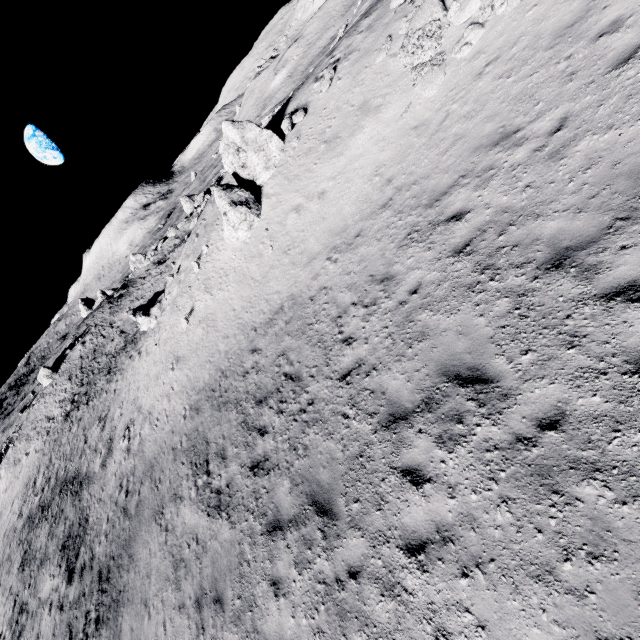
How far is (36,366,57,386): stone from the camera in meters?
46.0

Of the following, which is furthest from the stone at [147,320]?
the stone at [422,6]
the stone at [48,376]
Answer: the stone at [422,6]

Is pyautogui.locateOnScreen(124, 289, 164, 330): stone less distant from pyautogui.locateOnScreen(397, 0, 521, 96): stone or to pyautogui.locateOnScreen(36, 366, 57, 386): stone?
pyautogui.locateOnScreen(36, 366, 57, 386): stone

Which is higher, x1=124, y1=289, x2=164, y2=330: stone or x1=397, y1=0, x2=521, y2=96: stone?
x1=397, y1=0, x2=521, y2=96: stone

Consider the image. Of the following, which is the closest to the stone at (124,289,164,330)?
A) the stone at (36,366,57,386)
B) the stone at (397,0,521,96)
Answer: the stone at (36,366,57,386)

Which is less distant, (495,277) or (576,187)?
(576,187)

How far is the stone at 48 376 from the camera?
45.97m
